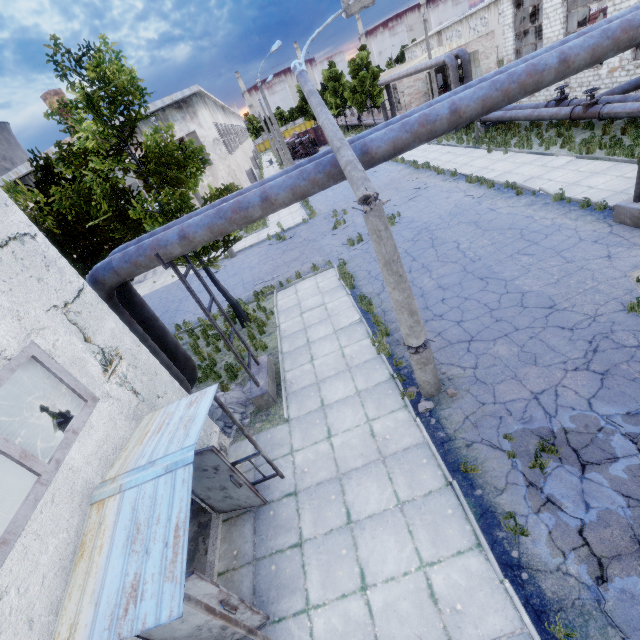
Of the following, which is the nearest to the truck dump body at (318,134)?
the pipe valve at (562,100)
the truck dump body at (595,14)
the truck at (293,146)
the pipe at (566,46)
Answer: the truck at (293,146)

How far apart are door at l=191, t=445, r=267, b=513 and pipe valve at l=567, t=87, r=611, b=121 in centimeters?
2101cm

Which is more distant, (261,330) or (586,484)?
(261,330)

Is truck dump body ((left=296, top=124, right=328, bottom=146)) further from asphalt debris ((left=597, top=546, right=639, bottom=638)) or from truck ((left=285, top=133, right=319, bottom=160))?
asphalt debris ((left=597, top=546, right=639, bottom=638))

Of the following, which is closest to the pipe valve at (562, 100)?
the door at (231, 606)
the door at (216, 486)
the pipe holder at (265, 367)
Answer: the pipe holder at (265, 367)

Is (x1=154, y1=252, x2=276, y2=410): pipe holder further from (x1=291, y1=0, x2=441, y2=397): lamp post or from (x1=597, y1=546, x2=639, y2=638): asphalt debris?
(x1=597, y1=546, x2=639, y2=638): asphalt debris

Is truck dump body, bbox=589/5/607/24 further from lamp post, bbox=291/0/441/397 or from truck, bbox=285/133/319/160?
lamp post, bbox=291/0/441/397

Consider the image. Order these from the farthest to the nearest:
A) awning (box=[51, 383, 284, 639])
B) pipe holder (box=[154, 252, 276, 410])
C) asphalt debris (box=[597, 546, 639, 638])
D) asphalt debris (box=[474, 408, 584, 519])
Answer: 1. pipe holder (box=[154, 252, 276, 410])
2. asphalt debris (box=[474, 408, 584, 519])
3. asphalt debris (box=[597, 546, 639, 638])
4. awning (box=[51, 383, 284, 639])
